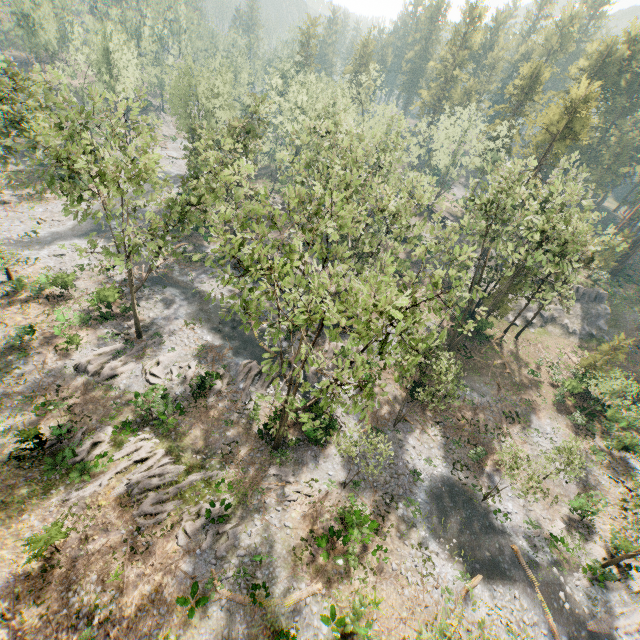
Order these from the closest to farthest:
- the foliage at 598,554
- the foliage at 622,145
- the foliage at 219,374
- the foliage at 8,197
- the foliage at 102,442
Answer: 1. the foliage at 102,442
2. the foliage at 598,554
3. the foliage at 219,374
4. the foliage at 8,197
5. the foliage at 622,145

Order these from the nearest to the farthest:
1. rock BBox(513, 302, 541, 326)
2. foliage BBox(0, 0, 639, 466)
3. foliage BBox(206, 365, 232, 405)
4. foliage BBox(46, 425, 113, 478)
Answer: foliage BBox(0, 0, 639, 466) < foliage BBox(46, 425, 113, 478) < foliage BBox(206, 365, 232, 405) < rock BBox(513, 302, 541, 326)

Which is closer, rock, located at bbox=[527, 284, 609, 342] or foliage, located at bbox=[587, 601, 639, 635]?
foliage, located at bbox=[587, 601, 639, 635]

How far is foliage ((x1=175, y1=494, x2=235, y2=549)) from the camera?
19.5 meters

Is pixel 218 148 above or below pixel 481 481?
above

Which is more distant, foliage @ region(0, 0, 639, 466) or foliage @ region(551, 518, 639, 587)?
foliage @ region(551, 518, 639, 587)

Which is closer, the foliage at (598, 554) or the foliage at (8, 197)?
the foliage at (598, 554)

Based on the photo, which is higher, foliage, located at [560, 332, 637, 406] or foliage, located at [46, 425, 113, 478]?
foliage, located at [560, 332, 637, 406]
